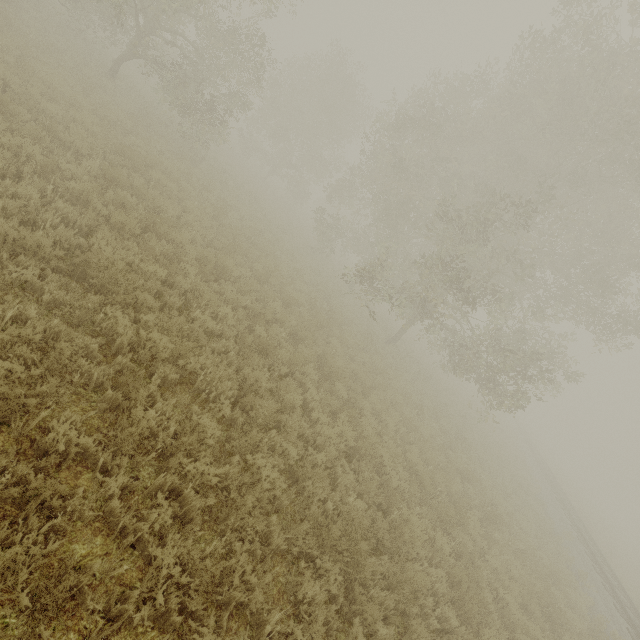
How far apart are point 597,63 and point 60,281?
19.7 meters
